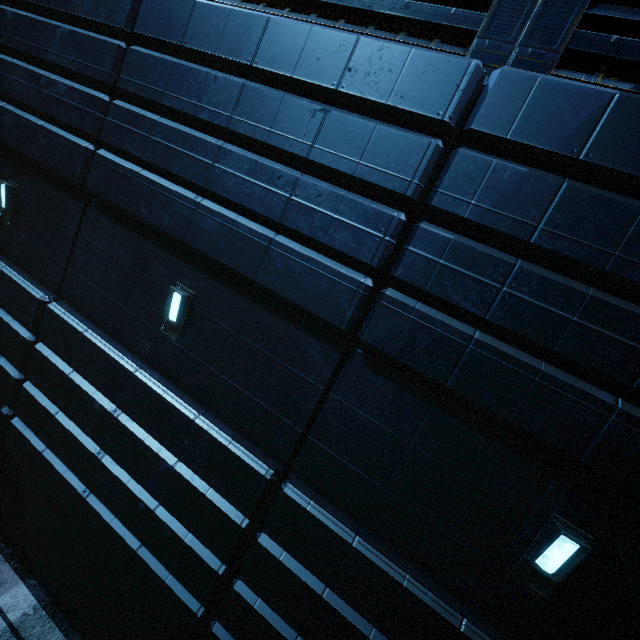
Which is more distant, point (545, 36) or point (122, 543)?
point (122, 543)
